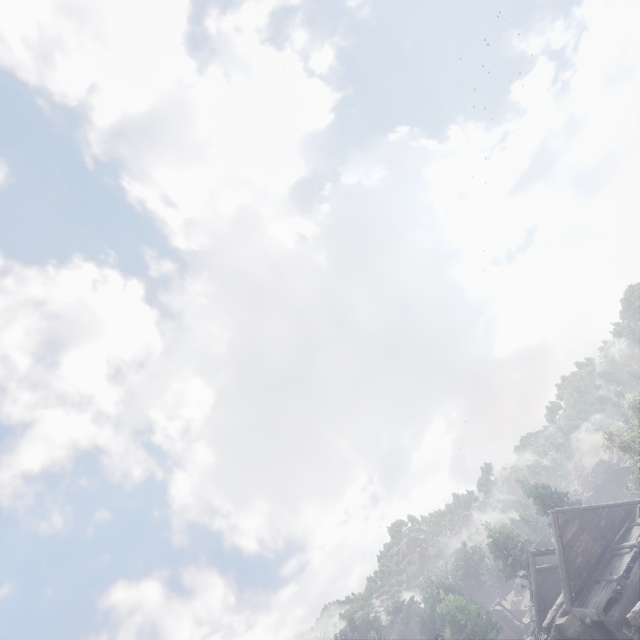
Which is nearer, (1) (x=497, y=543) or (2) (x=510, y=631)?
(1) (x=497, y=543)
